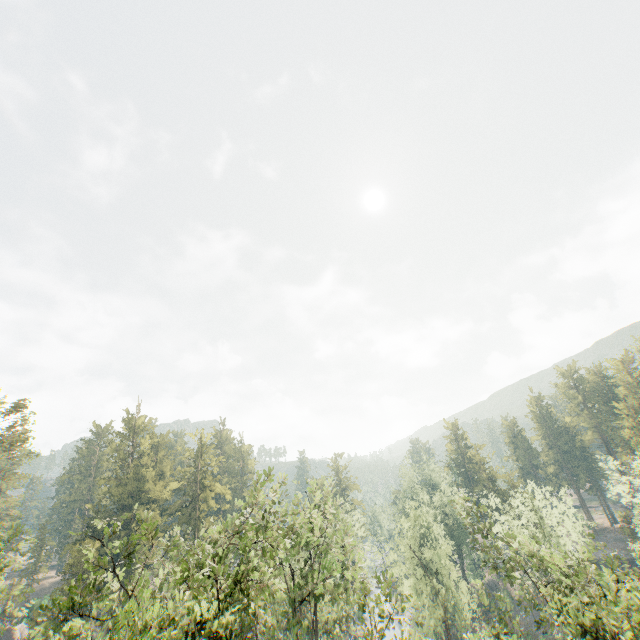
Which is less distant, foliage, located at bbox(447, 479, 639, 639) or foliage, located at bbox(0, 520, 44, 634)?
foliage, located at bbox(447, 479, 639, 639)

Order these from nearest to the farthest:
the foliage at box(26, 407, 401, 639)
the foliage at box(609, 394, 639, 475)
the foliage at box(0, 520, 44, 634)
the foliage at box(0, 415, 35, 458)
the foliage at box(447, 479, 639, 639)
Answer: the foliage at box(26, 407, 401, 639)
the foliage at box(447, 479, 639, 639)
the foliage at box(0, 520, 44, 634)
the foliage at box(0, 415, 35, 458)
the foliage at box(609, 394, 639, 475)

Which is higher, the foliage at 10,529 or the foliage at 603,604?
the foliage at 10,529

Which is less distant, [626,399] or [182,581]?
[182,581]

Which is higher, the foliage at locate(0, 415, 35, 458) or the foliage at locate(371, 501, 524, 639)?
the foliage at locate(0, 415, 35, 458)

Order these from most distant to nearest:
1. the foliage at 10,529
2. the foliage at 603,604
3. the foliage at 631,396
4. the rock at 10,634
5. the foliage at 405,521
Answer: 1. the foliage at 631,396
2. the rock at 10,634
3. the foliage at 405,521
4. the foliage at 10,529
5. the foliage at 603,604
